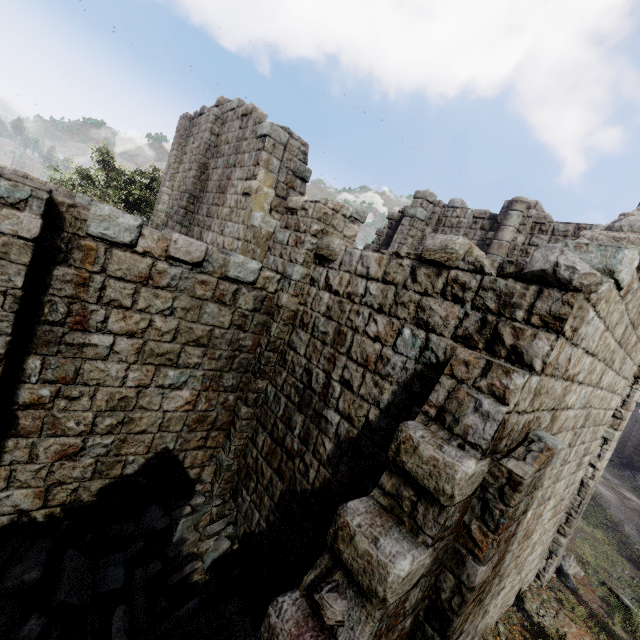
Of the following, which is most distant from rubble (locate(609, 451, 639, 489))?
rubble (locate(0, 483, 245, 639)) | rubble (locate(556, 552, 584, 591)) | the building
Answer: rubble (locate(0, 483, 245, 639))

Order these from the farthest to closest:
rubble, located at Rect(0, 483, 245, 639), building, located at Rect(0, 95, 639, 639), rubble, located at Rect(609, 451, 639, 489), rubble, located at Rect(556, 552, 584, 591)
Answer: rubble, located at Rect(609, 451, 639, 489), rubble, located at Rect(556, 552, 584, 591), rubble, located at Rect(0, 483, 245, 639), building, located at Rect(0, 95, 639, 639)

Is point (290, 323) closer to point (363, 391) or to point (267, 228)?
point (363, 391)

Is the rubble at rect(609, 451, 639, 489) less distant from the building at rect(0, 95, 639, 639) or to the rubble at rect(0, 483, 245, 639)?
the building at rect(0, 95, 639, 639)

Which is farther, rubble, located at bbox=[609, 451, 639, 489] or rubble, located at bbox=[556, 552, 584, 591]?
rubble, located at bbox=[609, 451, 639, 489]

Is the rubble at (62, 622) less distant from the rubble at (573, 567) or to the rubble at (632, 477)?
the rubble at (573, 567)

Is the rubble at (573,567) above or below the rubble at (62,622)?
below

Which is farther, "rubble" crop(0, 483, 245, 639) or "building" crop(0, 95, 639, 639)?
"rubble" crop(0, 483, 245, 639)
